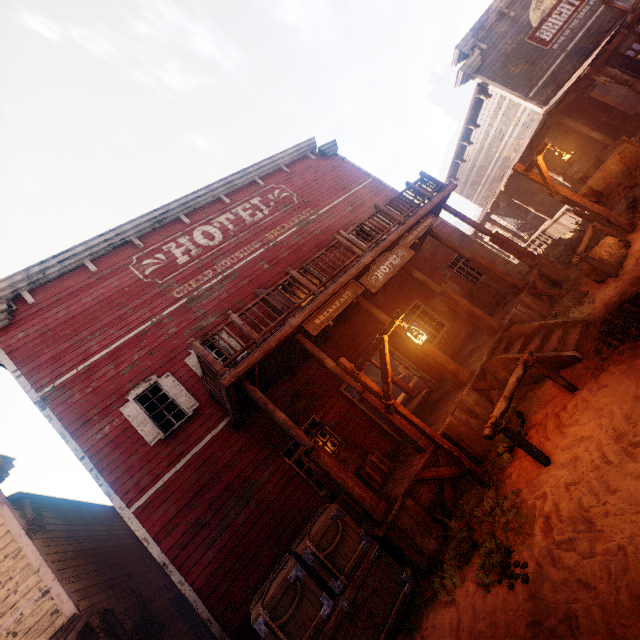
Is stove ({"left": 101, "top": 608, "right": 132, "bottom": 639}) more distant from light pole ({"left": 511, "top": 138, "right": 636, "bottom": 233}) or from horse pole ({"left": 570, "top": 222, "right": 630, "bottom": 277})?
light pole ({"left": 511, "top": 138, "right": 636, "bottom": 233})

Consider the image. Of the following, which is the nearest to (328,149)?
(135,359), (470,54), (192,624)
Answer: (470,54)

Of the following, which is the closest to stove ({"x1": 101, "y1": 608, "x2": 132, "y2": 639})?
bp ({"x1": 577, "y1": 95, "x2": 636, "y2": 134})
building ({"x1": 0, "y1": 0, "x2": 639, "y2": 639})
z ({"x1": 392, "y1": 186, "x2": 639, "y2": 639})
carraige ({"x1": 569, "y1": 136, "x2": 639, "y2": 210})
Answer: building ({"x1": 0, "y1": 0, "x2": 639, "y2": 639})

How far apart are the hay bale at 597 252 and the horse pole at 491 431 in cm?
350

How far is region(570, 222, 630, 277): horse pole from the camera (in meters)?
7.14

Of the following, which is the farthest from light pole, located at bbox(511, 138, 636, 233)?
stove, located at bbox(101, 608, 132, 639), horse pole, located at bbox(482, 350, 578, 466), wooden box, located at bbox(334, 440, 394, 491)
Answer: stove, located at bbox(101, 608, 132, 639)

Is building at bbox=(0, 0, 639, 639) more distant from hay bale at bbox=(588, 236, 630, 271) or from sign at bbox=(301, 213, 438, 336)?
hay bale at bbox=(588, 236, 630, 271)

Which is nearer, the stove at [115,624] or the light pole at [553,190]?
the stove at [115,624]
